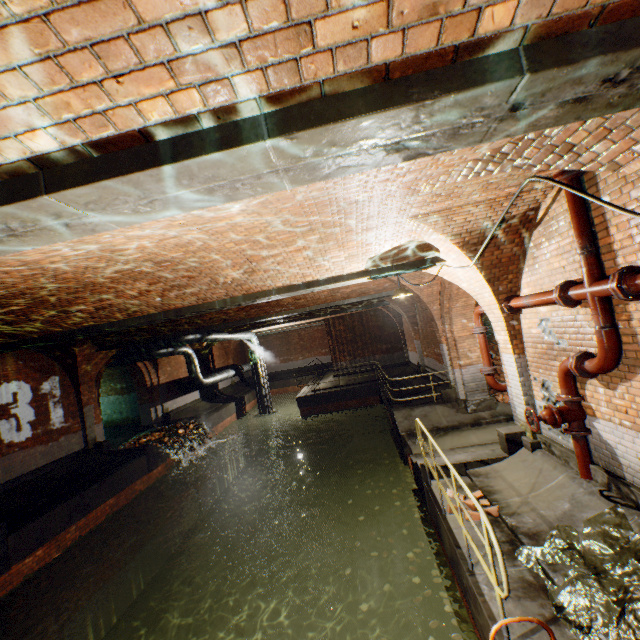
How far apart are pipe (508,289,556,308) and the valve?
1.4 meters

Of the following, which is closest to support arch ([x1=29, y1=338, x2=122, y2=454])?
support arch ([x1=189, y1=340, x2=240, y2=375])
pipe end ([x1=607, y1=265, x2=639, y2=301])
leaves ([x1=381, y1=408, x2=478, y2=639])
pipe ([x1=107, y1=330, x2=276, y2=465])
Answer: pipe ([x1=107, y1=330, x2=276, y2=465])

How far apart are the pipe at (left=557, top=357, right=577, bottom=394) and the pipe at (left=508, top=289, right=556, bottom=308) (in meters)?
0.79

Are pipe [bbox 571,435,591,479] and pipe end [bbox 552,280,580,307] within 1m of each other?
no

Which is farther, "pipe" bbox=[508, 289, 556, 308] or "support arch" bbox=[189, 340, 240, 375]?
"support arch" bbox=[189, 340, 240, 375]

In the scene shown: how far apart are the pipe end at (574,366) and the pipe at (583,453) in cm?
99

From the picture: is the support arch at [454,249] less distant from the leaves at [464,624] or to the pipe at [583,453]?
the pipe at [583,453]

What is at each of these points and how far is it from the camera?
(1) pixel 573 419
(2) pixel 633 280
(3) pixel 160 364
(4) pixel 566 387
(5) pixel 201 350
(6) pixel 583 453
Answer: (1) valve, 4.79m
(2) pipe, 3.33m
(3) support arch, 17.52m
(4) pipe, 4.83m
(5) support arch, 22.08m
(6) pipe, 4.78m
